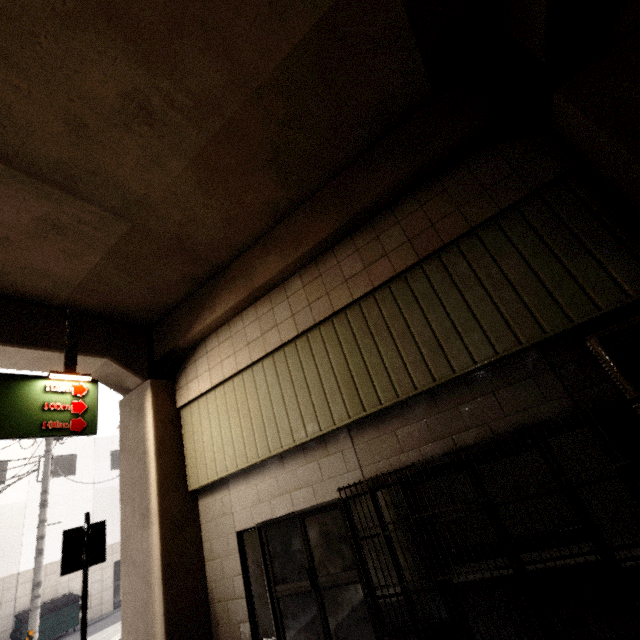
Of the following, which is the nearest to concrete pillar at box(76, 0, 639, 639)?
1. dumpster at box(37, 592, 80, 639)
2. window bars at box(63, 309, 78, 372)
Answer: window bars at box(63, 309, 78, 372)

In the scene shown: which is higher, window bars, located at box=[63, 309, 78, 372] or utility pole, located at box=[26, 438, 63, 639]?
window bars, located at box=[63, 309, 78, 372]

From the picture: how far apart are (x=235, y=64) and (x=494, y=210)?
3.9 meters

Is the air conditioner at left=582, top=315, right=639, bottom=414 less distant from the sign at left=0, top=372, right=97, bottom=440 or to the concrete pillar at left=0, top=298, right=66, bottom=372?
the concrete pillar at left=0, top=298, right=66, bottom=372

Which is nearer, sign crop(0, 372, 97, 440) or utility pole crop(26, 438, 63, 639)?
sign crop(0, 372, 97, 440)

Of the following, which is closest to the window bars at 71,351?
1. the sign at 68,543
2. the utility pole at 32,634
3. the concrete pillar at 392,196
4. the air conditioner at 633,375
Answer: the concrete pillar at 392,196

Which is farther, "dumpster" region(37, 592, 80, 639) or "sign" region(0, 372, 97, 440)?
"dumpster" region(37, 592, 80, 639)

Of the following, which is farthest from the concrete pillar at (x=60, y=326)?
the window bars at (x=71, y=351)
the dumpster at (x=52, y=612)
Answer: the dumpster at (x=52, y=612)
